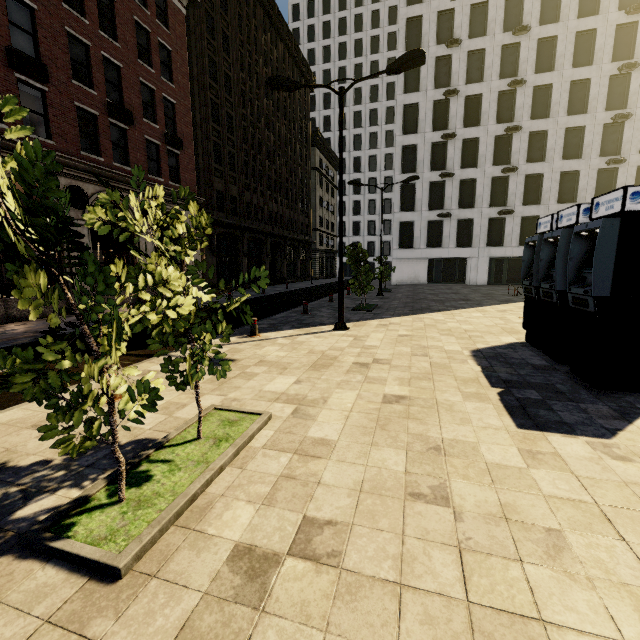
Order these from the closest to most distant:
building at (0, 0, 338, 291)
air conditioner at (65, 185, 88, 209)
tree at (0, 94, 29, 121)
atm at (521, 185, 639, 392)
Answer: tree at (0, 94, 29, 121) < atm at (521, 185, 639, 392) < building at (0, 0, 338, 291) < air conditioner at (65, 185, 88, 209)

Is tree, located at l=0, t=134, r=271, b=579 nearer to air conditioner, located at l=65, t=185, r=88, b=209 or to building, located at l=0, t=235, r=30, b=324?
building, located at l=0, t=235, r=30, b=324

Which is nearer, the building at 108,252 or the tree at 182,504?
the tree at 182,504

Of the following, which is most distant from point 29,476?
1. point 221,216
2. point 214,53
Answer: point 214,53

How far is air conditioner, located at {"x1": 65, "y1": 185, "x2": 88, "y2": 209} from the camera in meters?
14.4

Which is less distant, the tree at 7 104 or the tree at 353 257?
the tree at 7 104

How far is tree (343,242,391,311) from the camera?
14.92m

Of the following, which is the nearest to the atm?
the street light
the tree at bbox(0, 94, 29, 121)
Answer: the tree at bbox(0, 94, 29, 121)
